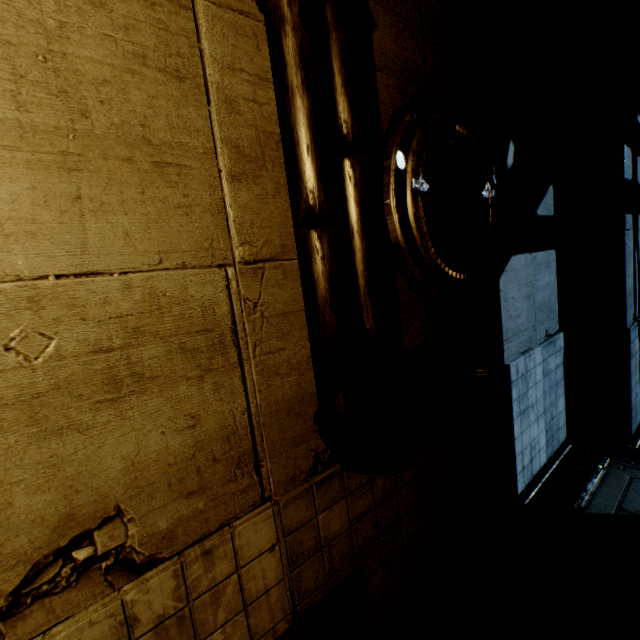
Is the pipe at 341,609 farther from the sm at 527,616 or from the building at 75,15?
the sm at 527,616

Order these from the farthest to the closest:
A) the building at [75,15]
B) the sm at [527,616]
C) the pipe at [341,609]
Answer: A: the sm at [527,616] → the pipe at [341,609] → the building at [75,15]

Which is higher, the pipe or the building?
the building

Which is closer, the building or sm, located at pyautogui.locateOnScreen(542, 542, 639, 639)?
the building

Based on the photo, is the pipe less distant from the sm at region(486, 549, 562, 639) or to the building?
the building

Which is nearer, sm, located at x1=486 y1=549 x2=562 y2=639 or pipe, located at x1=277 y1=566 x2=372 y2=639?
pipe, located at x1=277 y1=566 x2=372 y2=639

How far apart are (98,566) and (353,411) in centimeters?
129cm

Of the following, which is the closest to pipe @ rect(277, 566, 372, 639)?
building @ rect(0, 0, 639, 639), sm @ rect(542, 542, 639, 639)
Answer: building @ rect(0, 0, 639, 639)
